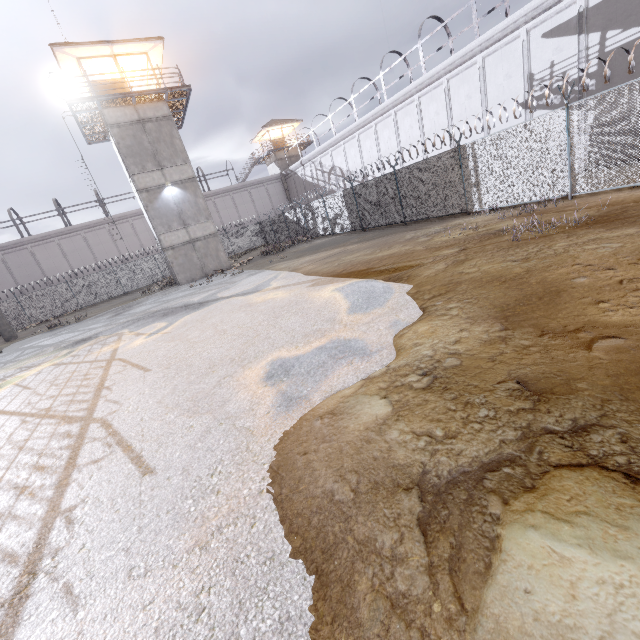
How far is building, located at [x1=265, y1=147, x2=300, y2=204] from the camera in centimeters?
4400cm

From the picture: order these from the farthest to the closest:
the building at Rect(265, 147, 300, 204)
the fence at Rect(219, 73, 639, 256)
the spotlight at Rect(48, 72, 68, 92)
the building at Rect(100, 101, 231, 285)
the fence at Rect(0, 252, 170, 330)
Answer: the building at Rect(265, 147, 300, 204)
the fence at Rect(0, 252, 170, 330)
the building at Rect(100, 101, 231, 285)
the spotlight at Rect(48, 72, 68, 92)
the fence at Rect(219, 73, 639, 256)

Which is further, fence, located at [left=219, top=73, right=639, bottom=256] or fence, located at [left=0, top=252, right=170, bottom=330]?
fence, located at [left=0, top=252, right=170, bottom=330]

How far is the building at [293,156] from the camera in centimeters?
4400cm

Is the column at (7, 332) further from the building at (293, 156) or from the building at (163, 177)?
the building at (293, 156)

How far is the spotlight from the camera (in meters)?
17.42

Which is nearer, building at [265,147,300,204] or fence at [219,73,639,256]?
fence at [219,73,639,256]

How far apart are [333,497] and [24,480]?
4.54m
